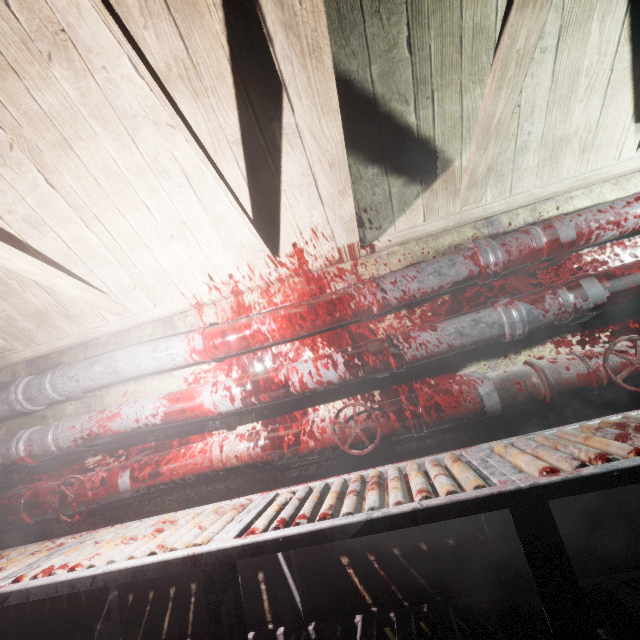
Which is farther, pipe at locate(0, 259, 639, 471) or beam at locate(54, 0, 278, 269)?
pipe at locate(0, 259, 639, 471)

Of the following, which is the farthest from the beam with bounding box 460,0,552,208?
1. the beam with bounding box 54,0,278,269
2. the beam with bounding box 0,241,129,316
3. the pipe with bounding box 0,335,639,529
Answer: the beam with bounding box 0,241,129,316

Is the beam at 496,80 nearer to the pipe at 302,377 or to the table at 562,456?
the pipe at 302,377

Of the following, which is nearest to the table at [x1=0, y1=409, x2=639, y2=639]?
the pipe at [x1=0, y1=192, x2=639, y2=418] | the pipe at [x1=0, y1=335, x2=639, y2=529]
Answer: the pipe at [x1=0, y1=335, x2=639, y2=529]

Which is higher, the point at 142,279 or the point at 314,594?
the point at 142,279

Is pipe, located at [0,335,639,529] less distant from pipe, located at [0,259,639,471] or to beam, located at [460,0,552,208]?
pipe, located at [0,259,639,471]

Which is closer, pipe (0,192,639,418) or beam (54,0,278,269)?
beam (54,0,278,269)

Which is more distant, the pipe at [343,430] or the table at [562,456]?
the pipe at [343,430]
